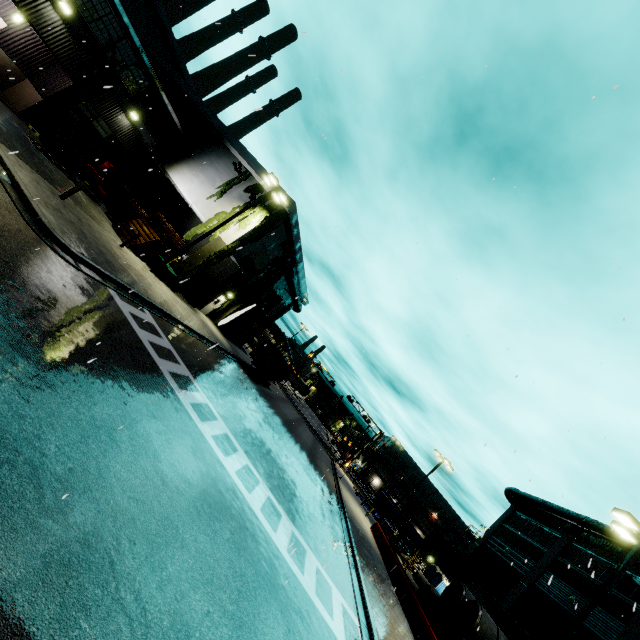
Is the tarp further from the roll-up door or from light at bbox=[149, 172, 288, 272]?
light at bbox=[149, 172, 288, 272]

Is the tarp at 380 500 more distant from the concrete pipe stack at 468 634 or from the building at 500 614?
the concrete pipe stack at 468 634

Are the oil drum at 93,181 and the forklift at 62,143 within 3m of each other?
yes

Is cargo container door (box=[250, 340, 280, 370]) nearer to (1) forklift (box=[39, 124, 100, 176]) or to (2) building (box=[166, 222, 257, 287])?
(2) building (box=[166, 222, 257, 287])

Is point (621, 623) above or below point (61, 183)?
above

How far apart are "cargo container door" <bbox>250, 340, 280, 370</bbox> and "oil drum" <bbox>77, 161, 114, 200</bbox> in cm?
1645

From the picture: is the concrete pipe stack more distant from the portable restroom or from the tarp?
A: the tarp

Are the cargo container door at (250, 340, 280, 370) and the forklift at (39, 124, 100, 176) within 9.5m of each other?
no
